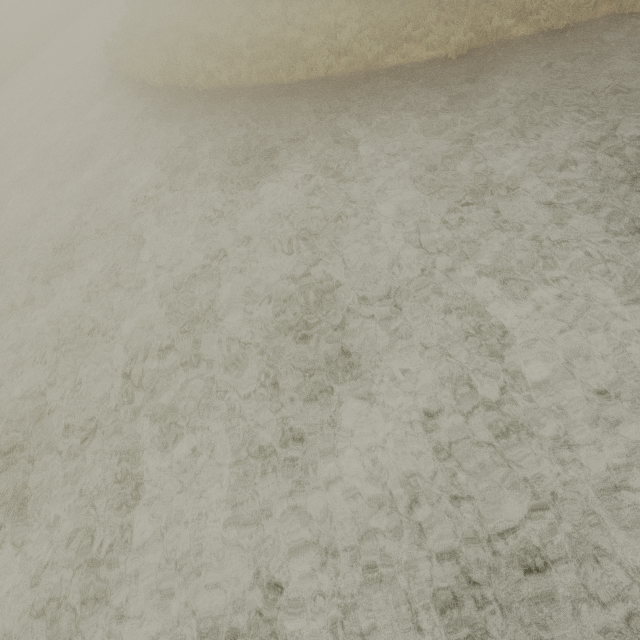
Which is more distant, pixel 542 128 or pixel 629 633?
pixel 542 128
